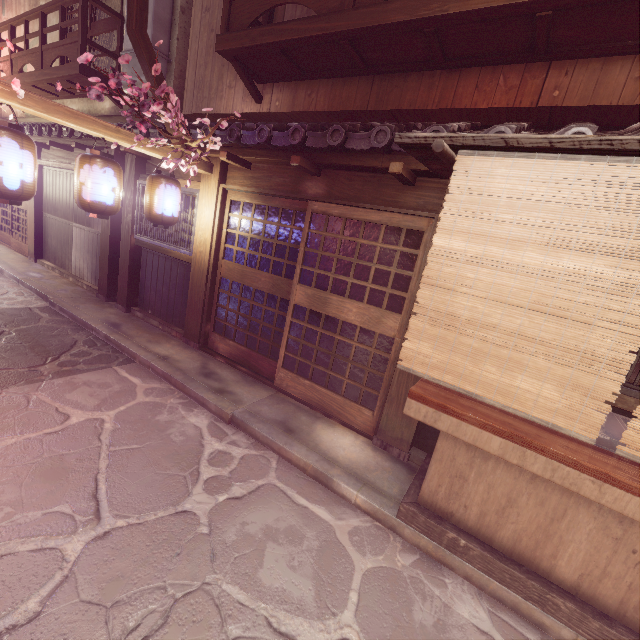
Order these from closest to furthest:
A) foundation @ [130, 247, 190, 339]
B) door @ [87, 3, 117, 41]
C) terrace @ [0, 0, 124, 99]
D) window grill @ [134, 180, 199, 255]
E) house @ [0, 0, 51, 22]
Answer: window grill @ [134, 180, 199, 255] < foundation @ [130, 247, 190, 339] < terrace @ [0, 0, 124, 99] < door @ [87, 3, 117, 41] < house @ [0, 0, 51, 22]

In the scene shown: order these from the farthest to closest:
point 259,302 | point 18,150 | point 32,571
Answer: point 259,302
point 18,150
point 32,571

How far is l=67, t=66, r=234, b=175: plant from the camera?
4.82m

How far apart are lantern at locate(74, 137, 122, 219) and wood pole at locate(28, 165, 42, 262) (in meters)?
12.95

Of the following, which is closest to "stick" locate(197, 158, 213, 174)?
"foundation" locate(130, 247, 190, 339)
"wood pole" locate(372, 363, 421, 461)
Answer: "foundation" locate(130, 247, 190, 339)

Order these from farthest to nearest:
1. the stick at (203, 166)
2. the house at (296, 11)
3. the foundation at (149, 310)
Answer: the foundation at (149, 310) → the house at (296, 11) → the stick at (203, 166)

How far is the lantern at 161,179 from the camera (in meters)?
8.09

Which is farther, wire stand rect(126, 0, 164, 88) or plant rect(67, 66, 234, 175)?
wire stand rect(126, 0, 164, 88)
